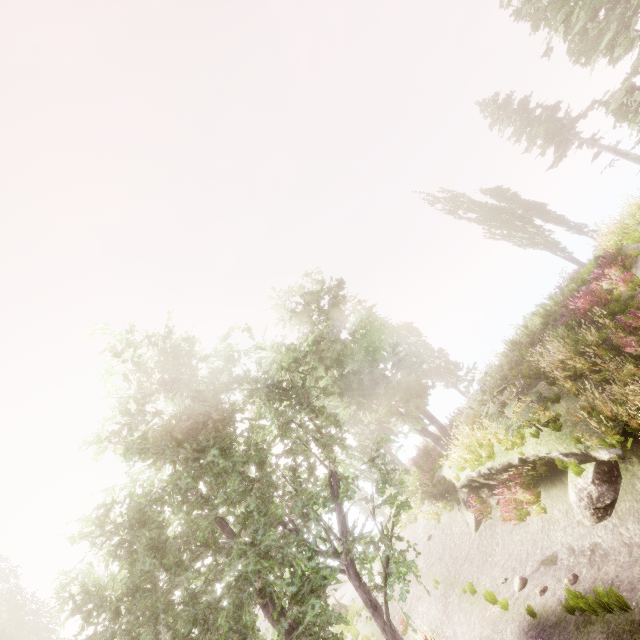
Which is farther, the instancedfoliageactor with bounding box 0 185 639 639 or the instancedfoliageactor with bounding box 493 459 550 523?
the instancedfoliageactor with bounding box 493 459 550 523

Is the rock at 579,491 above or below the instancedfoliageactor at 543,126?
below

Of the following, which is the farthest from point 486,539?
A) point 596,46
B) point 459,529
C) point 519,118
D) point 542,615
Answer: point 519,118

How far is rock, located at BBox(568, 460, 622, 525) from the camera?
7.4m

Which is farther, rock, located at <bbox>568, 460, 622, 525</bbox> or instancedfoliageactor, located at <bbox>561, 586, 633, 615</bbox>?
rock, located at <bbox>568, 460, 622, 525</bbox>

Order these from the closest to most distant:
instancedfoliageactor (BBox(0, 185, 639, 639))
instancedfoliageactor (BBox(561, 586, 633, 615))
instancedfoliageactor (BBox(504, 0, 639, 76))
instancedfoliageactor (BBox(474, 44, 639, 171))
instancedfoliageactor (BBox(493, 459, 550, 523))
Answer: instancedfoliageactor (BBox(561, 586, 633, 615))
instancedfoliageactor (BBox(0, 185, 639, 639))
instancedfoliageactor (BBox(493, 459, 550, 523))
instancedfoliageactor (BBox(504, 0, 639, 76))
instancedfoliageactor (BBox(474, 44, 639, 171))

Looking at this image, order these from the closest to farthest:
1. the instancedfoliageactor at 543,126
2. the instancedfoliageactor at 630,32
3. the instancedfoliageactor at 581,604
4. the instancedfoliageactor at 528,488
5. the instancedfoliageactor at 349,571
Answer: the instancedfoliageactor at 581,604
the instancedfoliageactor at 349,571
the instancedfoliageactor at 528,488
the instancedfoliageactor at 630,32
the instancedfoliageactor at 543,126
